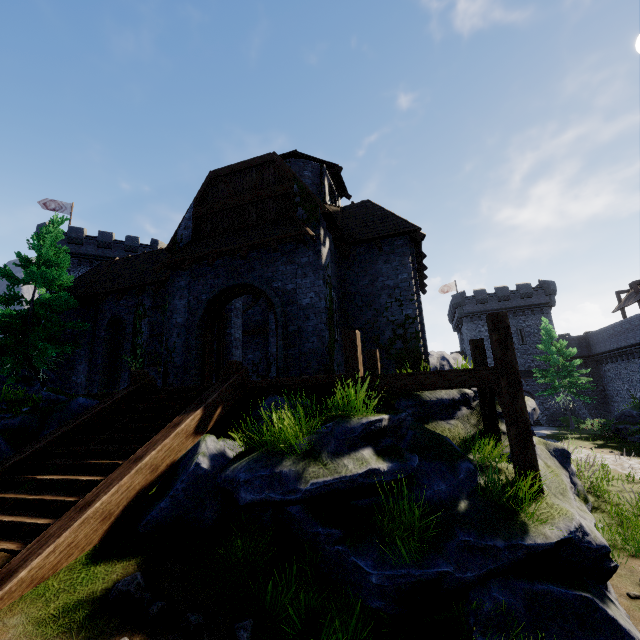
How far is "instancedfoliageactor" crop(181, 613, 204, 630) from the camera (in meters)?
3.44

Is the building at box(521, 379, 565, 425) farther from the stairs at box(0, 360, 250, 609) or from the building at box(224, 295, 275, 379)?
the stairs at box(0, 360, 250, 609)

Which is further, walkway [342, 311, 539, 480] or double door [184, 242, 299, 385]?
double door [184, 242, 299, 385]

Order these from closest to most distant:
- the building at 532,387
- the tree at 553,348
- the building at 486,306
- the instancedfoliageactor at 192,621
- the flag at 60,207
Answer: the instancedfoliageactor at 192,621 < the tree at 553,348 < the flag at 60,207 < the building at 532,387 < the building at 486,306

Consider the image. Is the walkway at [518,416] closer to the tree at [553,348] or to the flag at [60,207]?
the tree at [553,348]

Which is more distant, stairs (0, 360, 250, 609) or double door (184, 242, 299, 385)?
double door (184, 242, 299, 385)

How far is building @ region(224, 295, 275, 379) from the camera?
14.9 meters

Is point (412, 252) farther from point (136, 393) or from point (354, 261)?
point (136, 393)
